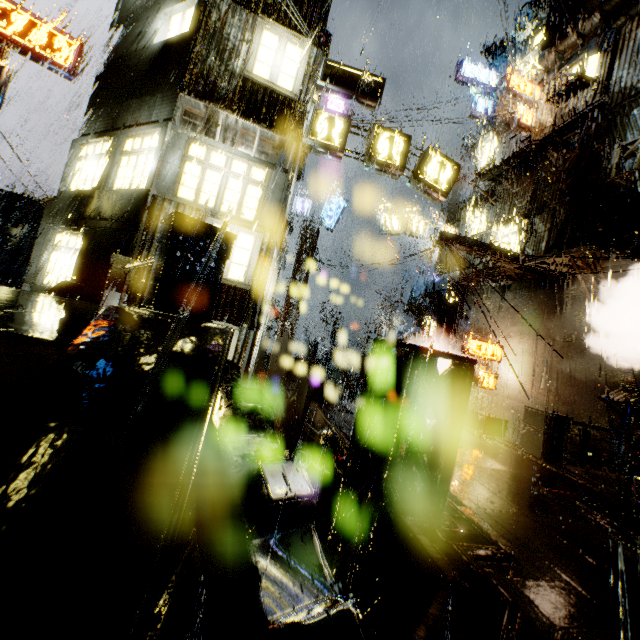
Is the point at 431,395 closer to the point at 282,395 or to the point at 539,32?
the point at 282,395

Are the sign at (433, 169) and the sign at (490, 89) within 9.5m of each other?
no

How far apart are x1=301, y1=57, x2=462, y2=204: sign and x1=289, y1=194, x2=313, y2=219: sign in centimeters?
954cm

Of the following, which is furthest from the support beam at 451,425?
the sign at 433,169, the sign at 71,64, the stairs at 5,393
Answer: the sign at 71,64

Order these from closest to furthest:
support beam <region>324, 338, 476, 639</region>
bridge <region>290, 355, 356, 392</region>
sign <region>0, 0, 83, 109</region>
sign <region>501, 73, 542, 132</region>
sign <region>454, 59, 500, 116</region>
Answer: support beam <region>324, 338, 476, 639</region> < sign <region>0, 0, 83, 109</region> < sign <region>501, 73, 542, 132</region> < sign <region>454, 59, 500, 116</region> < bridge <region>290, 355, 356, 392</region>

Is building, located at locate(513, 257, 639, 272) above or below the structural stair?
above

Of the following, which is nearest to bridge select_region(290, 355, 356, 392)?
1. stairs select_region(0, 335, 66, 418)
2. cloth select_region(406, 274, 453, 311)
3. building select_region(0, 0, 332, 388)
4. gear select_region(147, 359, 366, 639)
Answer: building select_region(0, 0, 332, 388)

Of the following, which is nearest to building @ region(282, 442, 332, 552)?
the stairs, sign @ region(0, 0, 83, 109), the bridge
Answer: the bridge
